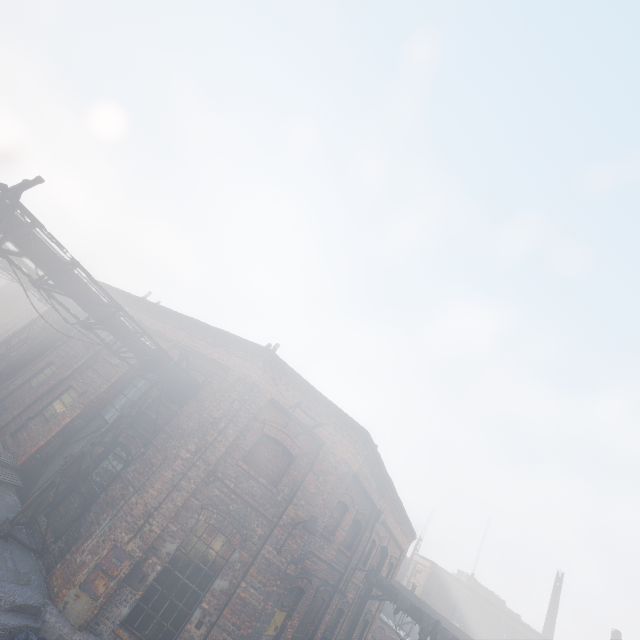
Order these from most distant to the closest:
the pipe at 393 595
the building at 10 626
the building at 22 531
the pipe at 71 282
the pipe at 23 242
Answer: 1. the pipe at 393 595
2. the building at 22 531
3. the pipe at 71 282
4. the pipe at 23 242
5. the building at 10 626

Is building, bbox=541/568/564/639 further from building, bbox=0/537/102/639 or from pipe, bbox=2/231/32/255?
pipe, bbox=2/231/32/255

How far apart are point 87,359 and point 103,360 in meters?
0.9 m

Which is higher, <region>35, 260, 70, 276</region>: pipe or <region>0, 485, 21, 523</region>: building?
<region>35, 260, 70, 276</region>: pipe

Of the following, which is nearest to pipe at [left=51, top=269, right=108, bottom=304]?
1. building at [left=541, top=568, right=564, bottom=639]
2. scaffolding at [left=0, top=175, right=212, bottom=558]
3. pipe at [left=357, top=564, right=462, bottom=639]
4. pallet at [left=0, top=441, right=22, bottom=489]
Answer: scaffolding at [left=0, top=175, right=212, bottom=558]

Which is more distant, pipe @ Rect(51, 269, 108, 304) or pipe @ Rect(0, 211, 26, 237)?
pipe @ Rect(51, 269, 108, 304)

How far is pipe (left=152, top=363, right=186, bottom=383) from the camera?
9.88m

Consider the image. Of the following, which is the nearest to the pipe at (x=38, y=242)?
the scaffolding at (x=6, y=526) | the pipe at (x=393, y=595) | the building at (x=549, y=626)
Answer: the scaffolding at (x=6, y=526)
